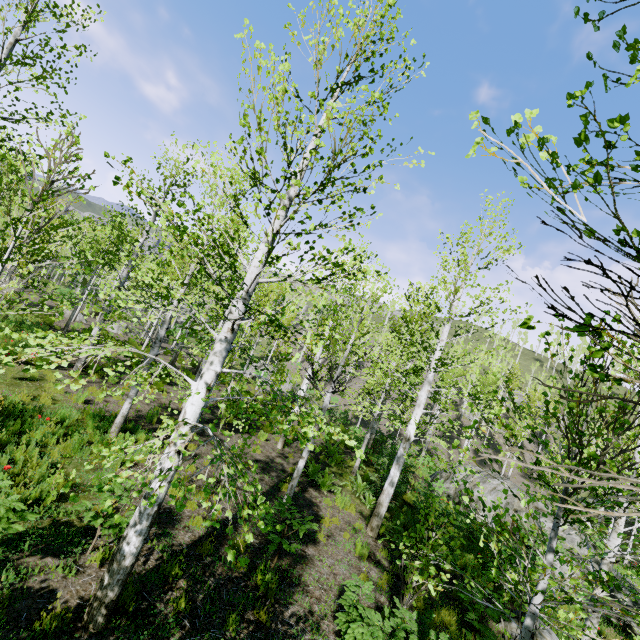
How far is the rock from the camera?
14.6 meters

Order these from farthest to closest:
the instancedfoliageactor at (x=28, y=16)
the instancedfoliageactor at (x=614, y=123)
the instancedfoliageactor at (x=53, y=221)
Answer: the instancedfoliageactor at (x=28, y=16) → the instancedfoliageactor at (x=53, y=221) → the instancedfoliageactor at (x=614, y=123)

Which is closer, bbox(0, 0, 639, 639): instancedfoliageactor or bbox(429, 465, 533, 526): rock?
bbox(0, 0, 639, 639): instancedfoliageactor

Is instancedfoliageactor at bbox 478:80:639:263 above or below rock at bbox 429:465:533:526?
above

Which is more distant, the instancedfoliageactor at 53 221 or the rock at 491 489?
the rock at 491 489

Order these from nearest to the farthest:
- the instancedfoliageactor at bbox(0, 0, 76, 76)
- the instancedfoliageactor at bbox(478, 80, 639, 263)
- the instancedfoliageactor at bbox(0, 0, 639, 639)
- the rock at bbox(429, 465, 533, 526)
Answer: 1. the instancedfoliageactor at bbox(478, 80, 639, 263)
2. the instancedfoliageactor at bbox(0, 0, 639, 639)
3. the instancedfoliageactor at bbox(0, 0, 76, 76)
4. the rock at bbox(429, 465, 533, 526)

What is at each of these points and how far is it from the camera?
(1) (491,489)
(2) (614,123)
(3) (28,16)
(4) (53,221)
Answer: (1) rock, 15.7 meters
(2) instancedfoliageactor, 1.1 meters
(3) instancedfoliageactor, 8.1 meters
(4) instancedfoliageactor, 42.1 meters
